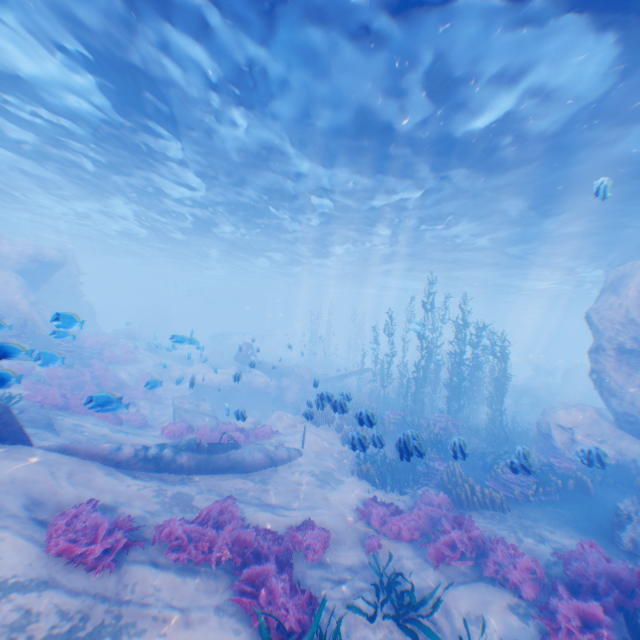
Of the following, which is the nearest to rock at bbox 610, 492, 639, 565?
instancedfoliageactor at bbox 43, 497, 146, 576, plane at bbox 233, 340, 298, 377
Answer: plane at bbox 233, 340, 298, 377

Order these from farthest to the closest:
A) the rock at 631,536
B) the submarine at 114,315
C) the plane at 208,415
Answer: the submarine at 114,315 → the plane at 208,415 → the rock at 631,536

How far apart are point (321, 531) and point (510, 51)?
12.90m

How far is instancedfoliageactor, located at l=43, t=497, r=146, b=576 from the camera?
5.42m

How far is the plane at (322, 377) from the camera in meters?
11.4 m

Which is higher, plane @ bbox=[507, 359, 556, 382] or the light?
the light

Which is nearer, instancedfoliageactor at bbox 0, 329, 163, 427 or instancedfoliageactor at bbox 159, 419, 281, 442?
instancedfoliageactor at bbox 0, 329, 163, 427

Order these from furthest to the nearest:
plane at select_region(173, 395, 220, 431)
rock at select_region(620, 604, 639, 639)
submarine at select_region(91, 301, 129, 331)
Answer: submarine at select_region(91, 301, 129, 331) → plane at select_region(173, 395, 220, 431) → rock at select_region(620, 604, 639, 639)
